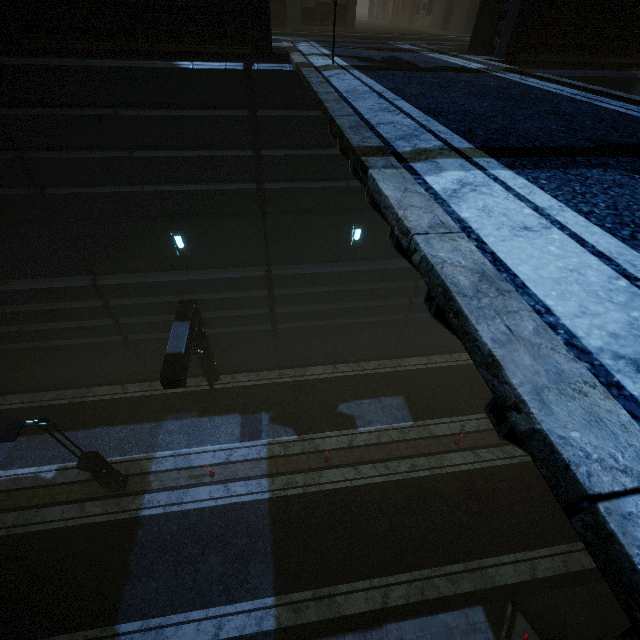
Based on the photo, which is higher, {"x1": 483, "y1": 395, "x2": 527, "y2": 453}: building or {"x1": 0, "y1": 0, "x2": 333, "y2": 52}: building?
{"x1": 0, "y1": 0, "x2": 333, "y2": 52}: building

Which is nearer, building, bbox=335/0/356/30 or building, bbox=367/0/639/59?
building, bbox=367/0/639/59

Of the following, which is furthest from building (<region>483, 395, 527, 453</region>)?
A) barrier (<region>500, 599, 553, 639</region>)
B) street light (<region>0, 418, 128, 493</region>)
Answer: street light (<region>0, 418, 128, 493</region>)

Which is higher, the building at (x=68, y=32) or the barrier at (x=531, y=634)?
the building at (x=68, y=32)

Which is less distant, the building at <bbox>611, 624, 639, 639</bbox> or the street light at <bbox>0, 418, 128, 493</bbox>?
the building at <bbox>611, 624, 639, 639</bbox>

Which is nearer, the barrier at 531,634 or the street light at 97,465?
the street light at 97,465

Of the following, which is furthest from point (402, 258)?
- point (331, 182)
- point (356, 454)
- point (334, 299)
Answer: point (356, 454)
